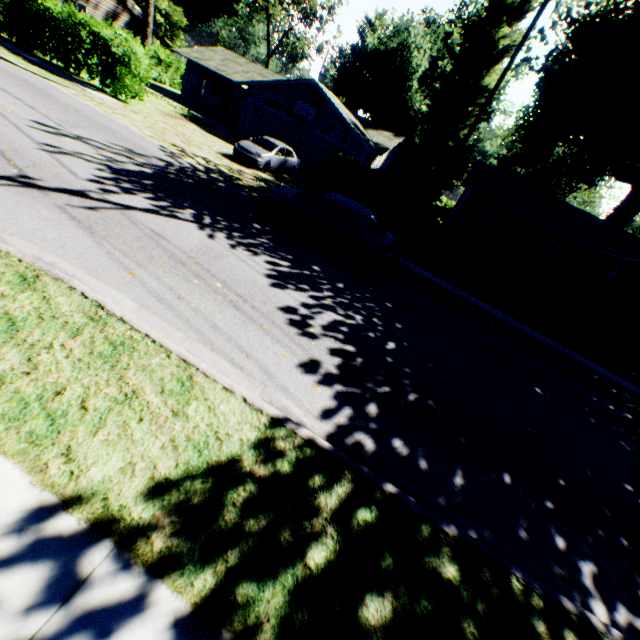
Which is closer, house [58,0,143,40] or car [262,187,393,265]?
car [262,187,393,265]

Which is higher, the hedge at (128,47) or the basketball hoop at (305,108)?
the basketball hoop at (305,108)

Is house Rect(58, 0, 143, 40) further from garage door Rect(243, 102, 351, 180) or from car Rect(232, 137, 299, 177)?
car Rect(232, 137, 299, 177)

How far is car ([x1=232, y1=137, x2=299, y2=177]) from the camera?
17.1 meters

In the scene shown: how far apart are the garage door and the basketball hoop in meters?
0.5 m

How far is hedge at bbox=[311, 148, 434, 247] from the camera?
14.2m

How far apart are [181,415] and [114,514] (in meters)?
1.12

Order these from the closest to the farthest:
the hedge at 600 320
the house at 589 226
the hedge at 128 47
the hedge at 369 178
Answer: the hedge at 600 320 < the hedge at 369 178 < the hedge at 128 47 < the house at 589 226
